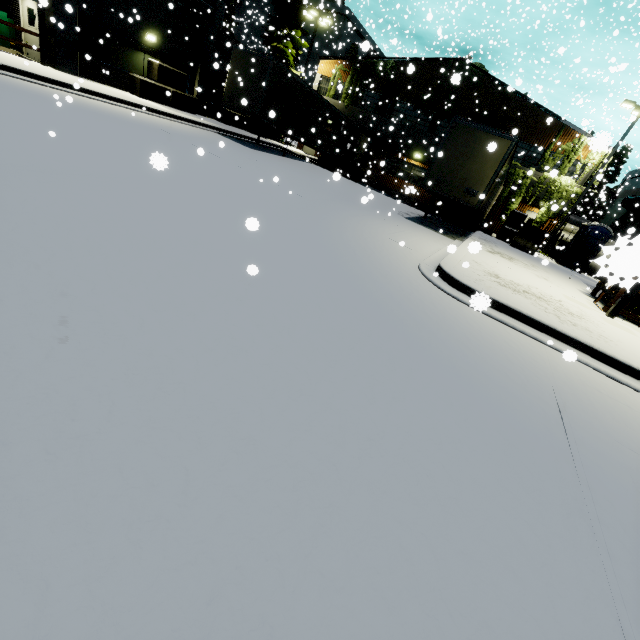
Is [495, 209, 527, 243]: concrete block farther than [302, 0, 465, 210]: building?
No

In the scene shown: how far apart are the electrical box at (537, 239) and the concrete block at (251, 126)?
19.5 meters

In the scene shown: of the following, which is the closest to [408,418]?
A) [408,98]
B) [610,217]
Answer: [408,98]

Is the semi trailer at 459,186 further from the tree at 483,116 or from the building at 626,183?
the tree at 483,116

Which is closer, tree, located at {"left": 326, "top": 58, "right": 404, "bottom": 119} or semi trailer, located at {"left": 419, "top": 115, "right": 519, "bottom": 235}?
semi trailer, located at {"left": 419, "top": 115, "right": 519, "bottom": 235}

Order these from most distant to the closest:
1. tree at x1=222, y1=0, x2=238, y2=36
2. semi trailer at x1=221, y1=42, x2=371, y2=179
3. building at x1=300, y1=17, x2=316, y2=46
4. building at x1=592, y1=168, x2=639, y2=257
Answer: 1. building at x1=300, y1=17, x2=316, y2=46
2. tree at x1=222, y1=0, x2=238, y2=36
3. semi trailer at x1=221, y1=42, x2=371, y2=179
4. building at x1=592, y1=168, x2=639, y2=257

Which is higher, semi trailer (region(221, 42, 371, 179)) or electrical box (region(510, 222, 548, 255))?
semi trailer (region(221, 42, 371, 179))

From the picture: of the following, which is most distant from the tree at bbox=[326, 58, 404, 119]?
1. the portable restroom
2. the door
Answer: the portable restroom
